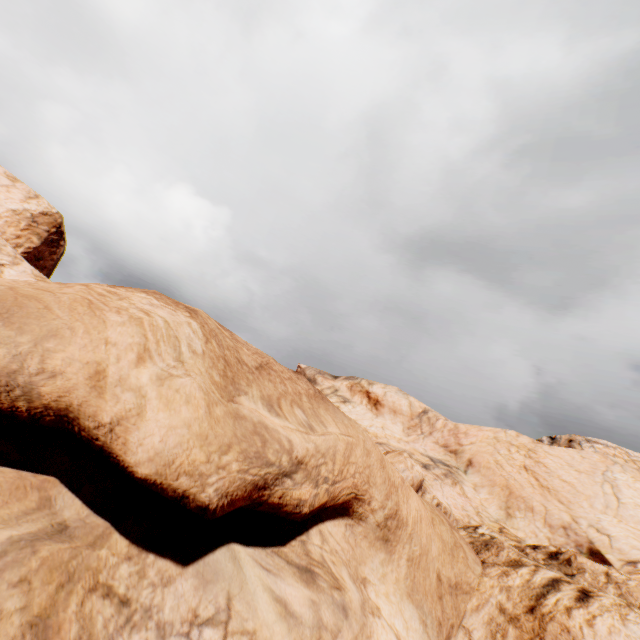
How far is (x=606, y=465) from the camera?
20.8 meters
